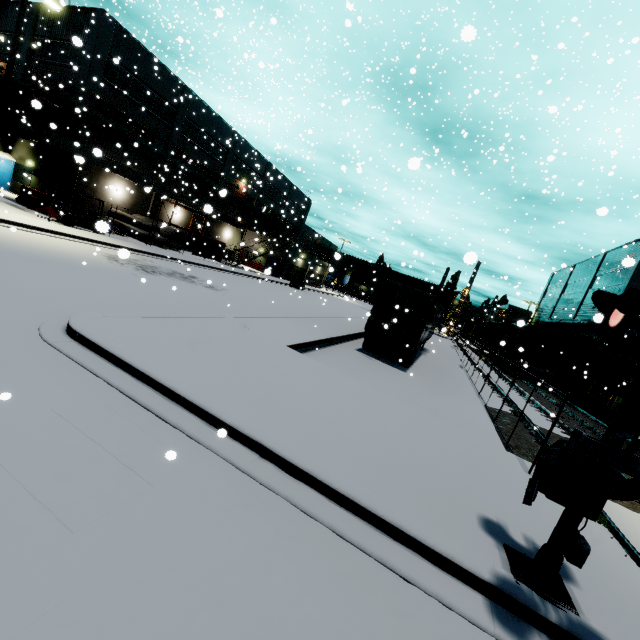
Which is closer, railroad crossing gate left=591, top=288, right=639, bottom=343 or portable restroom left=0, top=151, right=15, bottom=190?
railroad crossing gate left=591, top=288, right=639, bottom=343

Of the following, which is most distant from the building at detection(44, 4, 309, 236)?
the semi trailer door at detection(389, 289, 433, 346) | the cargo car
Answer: the semi trailer door at detection(389, 289, 433, 346)

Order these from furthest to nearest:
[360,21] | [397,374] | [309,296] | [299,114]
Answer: [309,296], [360,21], [299,114], [397,374]

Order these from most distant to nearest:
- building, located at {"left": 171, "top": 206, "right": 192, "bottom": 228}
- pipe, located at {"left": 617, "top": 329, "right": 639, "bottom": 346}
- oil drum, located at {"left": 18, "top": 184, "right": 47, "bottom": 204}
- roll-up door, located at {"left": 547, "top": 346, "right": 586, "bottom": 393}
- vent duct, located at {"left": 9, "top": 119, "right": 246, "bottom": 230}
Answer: building, located at {"left": 171, "top": 206, "right": 192, "bottom": 228} → roll-up door, located at {"left": 547, "top": 346, "right": 586, "bottom": 393} → pipe, located at {"left": 617, "top": 329, "right": 639, "bottom": 346} → oil drum, located at {"left": 18, "top": 184, "right": 47, "bottom": 204} → vent duct, located at {"left": 9, "top": 119, "right": 246, "bottom": 230}

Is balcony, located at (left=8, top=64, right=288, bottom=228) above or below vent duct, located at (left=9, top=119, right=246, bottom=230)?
above

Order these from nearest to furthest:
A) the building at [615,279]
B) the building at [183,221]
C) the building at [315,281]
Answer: the building at [615,279]
the building at [183,221]
the building at [315,281]

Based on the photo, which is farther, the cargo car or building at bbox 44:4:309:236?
the cargo car

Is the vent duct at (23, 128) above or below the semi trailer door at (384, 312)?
above
